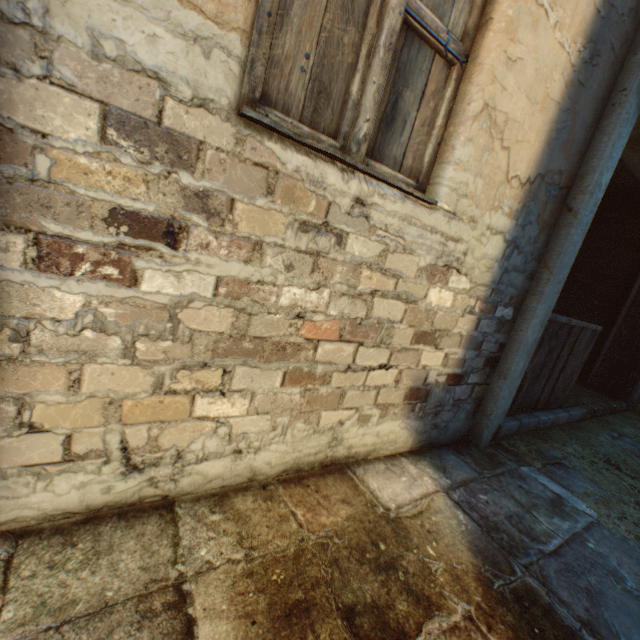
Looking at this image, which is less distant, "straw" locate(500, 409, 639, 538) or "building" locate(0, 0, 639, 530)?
"building" locate(0, 0, 639, 530)

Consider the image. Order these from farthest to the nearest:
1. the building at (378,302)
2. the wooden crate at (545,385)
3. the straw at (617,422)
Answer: the wooden crate at (545,385) → the straw at (617,422) → the building at (378,302)

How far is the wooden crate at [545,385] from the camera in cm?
286

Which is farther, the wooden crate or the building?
the wooden crate

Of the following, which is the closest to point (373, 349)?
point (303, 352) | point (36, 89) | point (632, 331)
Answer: point (303, 352)

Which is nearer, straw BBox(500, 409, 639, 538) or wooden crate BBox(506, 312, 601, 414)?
straw BBox(500, 409, 639, 538)

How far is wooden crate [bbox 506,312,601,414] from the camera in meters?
2.9 m

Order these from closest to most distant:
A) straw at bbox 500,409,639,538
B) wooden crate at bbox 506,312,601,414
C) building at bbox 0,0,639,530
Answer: building at bbox 0,0,639,530 → straw at bbox 500,409,639,538 → wooden crate at bbox 506,312,601,414
